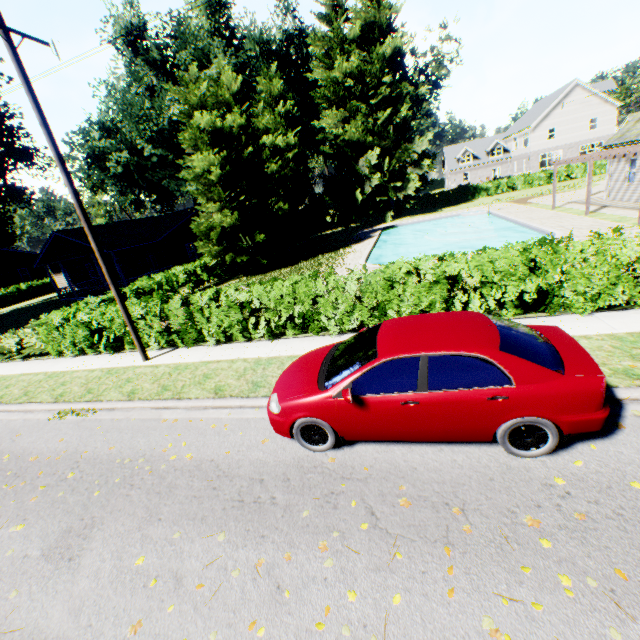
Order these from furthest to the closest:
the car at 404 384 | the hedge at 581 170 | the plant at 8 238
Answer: the hedge at 581 170 → the plant at 8 238 → the car at 404 384

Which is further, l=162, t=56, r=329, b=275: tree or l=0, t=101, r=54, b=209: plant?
l=0, t=101, r=54, b=209: plant

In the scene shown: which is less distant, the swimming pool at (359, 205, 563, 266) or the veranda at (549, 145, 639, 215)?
the veranda at (549, 145, 639, 215)

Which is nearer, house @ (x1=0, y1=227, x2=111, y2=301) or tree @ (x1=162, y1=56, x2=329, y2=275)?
tree @ (x1=162, y1=56, x2=329, y2=275)

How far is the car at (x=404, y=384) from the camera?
4.03m

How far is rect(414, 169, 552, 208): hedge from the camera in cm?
4097

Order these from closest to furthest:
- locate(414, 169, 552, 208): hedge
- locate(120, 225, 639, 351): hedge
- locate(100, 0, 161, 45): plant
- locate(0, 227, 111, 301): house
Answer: locate(120, 225, 639, 351): hedge, locate(0, 227, 111, 301): house, locate(100, 0, 161, 45): plant, locate(414, 169, 552, 208): hedge

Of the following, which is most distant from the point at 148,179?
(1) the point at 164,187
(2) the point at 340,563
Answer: (2) the point at 340,563
